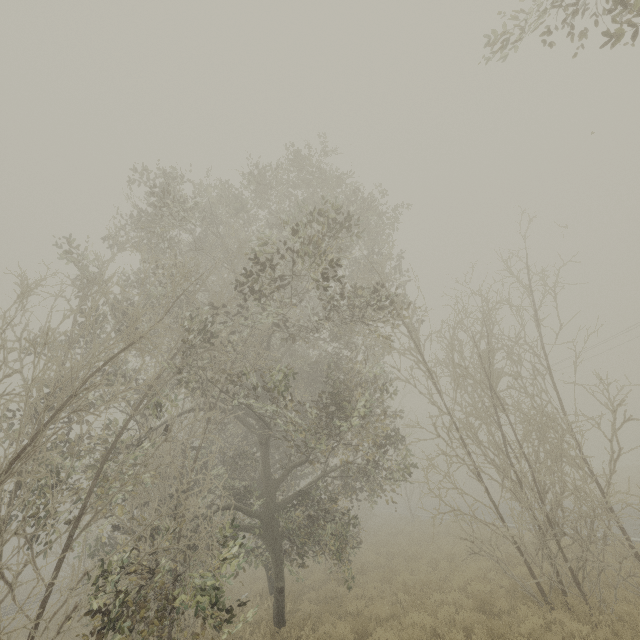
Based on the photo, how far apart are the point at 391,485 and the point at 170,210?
13.20m
